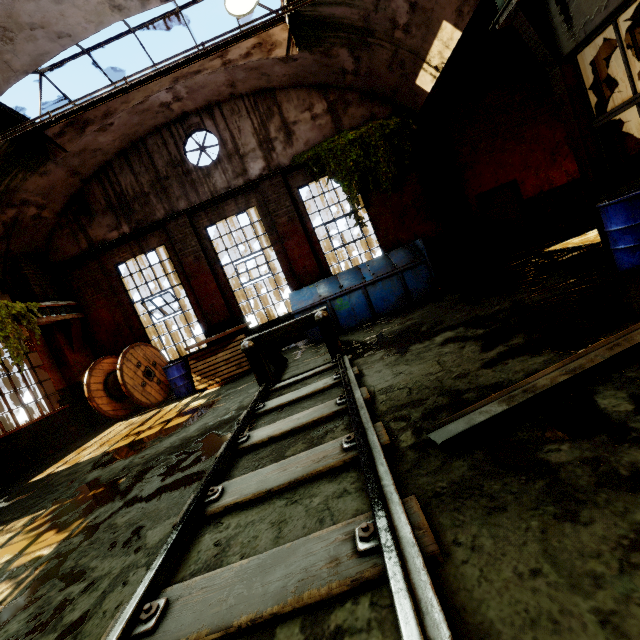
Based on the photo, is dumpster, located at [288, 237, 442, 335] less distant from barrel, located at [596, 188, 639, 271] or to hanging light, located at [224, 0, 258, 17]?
barrel, located at [596, 188, 639, 271]

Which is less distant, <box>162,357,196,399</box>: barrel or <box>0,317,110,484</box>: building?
<box>0,317,110,484</box>: building

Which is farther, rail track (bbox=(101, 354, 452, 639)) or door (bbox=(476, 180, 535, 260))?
door (bbox=(476, 180, 535, 260))

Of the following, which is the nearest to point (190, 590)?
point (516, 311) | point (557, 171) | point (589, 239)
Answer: point (516, 311)

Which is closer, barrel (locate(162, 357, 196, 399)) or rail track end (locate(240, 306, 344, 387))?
rail track end (locate(240, 306, 344, 387))

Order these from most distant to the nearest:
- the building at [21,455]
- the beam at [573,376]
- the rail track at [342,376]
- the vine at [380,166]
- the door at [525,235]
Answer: the door at [525,235]
the vine at [380,166]
the building at [21,455]
the beam at [573,376]
the rail track at [342,376]

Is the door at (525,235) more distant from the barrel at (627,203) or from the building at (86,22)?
the barrel at (627,203)

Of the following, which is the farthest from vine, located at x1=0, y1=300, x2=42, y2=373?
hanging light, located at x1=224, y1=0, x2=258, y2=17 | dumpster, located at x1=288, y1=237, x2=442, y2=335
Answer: hanging light, located at x1=224, y1=0, x2=258, y2=17
